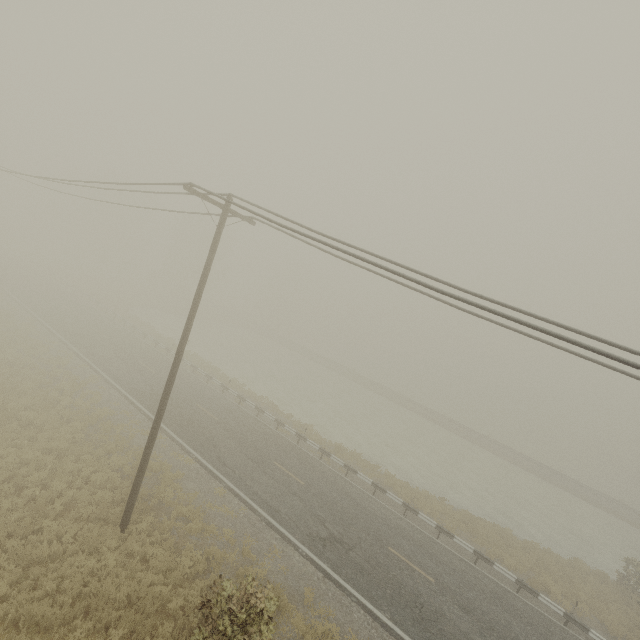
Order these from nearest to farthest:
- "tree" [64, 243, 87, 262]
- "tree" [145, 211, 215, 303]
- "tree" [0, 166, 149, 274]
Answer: "tree" [0, 166, 149, 274]
"tree" [145, 211, 215, 303]
"tree" [64, 243, 87, 262]

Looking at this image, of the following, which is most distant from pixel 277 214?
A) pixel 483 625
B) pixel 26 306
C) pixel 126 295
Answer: pixel 126 295

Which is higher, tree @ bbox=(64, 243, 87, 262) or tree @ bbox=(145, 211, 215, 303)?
tree @ bbox=(145, 211, 215, 303)

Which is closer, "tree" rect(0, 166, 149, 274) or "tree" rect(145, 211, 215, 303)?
"tree" rect(0, 166, 149, 274)

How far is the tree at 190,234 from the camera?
54.4m

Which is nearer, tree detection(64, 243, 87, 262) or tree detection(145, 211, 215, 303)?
tree detection(145, 211, 215, 303)

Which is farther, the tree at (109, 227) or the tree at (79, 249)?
the tree at (79, 249)

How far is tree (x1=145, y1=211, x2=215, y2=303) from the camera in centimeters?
5441cm
